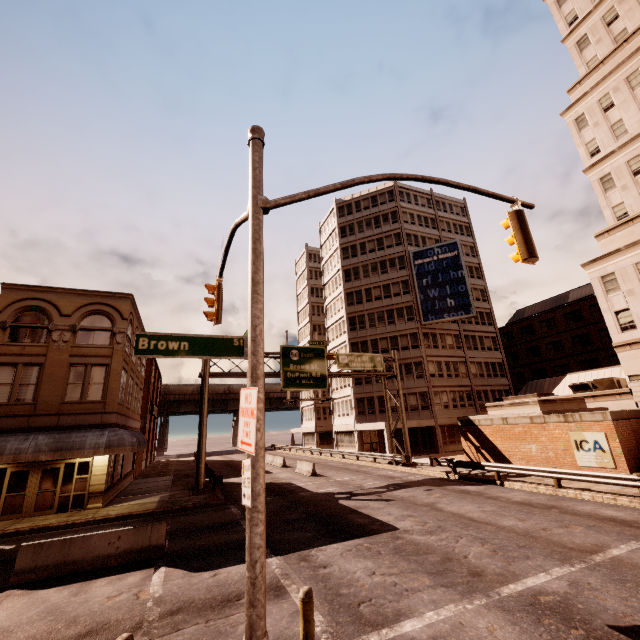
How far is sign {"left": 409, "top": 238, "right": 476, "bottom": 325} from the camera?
39.9m

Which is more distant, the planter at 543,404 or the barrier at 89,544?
the planter at 543,404

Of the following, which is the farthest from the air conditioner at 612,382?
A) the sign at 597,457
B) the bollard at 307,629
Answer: the bollard at 307,629

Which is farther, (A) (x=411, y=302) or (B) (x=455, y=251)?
(A) (x=411, y=302)

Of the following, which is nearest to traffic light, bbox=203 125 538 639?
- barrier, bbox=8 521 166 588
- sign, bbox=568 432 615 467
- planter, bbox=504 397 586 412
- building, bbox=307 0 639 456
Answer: barrier, bbox=8 521 166 588

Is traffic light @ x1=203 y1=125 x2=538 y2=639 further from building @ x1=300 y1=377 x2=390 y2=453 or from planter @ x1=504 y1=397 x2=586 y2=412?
building @ x1=300 y1=377 x2=390 y2=453

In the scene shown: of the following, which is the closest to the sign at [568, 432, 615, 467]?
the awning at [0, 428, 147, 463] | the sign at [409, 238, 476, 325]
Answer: the sign at [409, 238, 476, 325]

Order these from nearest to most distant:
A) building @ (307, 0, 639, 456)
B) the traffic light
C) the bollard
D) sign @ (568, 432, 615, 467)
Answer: the traffic light
the bollard
sign @ (568, 432, 615, 467)
building @ (307, 0, 639, 456)
